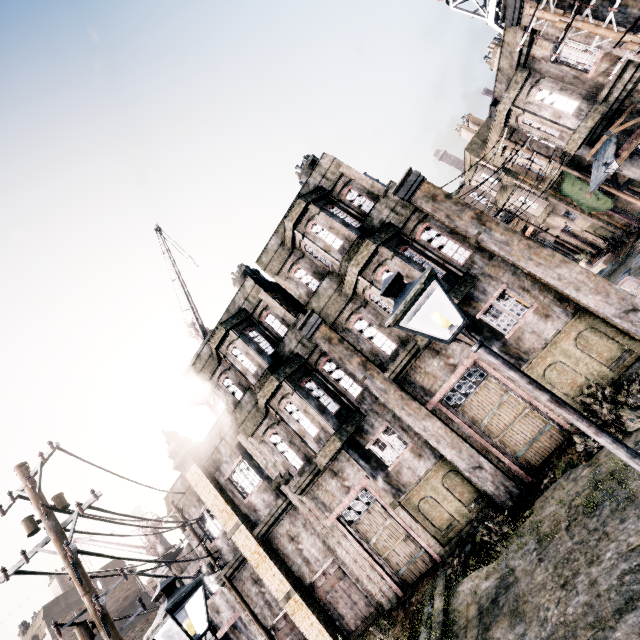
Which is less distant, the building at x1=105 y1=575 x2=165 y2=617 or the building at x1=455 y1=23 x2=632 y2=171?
the building at x1=455 y1=23 x2=632 y2=171

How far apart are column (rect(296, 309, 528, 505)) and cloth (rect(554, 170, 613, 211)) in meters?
20.9 m

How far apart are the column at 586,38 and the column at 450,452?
15.1m

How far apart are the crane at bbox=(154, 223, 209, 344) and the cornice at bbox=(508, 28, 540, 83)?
20.4 meters

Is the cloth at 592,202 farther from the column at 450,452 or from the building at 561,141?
the column at 450,452

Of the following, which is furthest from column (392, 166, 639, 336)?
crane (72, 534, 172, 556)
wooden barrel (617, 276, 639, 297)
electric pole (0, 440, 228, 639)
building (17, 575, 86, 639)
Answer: building (17, 575, 86, 639)

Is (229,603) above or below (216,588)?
below

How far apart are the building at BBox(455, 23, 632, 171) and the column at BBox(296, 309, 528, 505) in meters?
15.7
